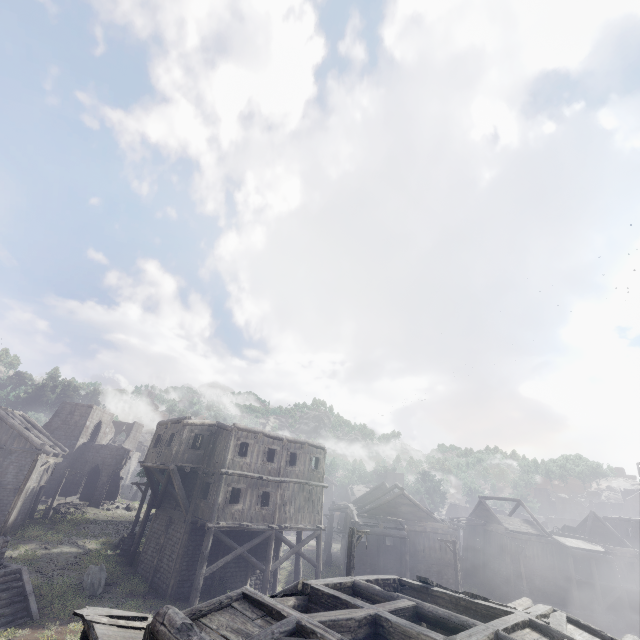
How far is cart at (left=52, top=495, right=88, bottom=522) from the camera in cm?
3209

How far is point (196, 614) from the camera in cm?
757

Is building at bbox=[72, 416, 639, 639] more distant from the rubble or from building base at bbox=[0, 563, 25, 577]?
building base at bbox=[0, 563, 25, 577]

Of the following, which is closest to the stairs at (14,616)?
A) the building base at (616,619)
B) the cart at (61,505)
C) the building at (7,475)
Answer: the building at (7,475)

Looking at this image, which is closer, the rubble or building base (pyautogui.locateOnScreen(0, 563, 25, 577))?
building base (pyautogui.locateOnScreen(0, 563, 25, 577))

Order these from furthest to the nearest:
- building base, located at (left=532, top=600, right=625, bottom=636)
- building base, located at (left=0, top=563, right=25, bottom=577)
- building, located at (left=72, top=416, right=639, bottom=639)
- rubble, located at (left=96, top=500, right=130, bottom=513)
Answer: rubble, located at (left=96, top=500, right=130, bottom=513)
building base, located at (left=532, top=600, right=625, bottom=636)
building base, located at (left=0, top=563, right=25, bottom=577)
building, located at (left=72, top=416, right=639, bottom=639)

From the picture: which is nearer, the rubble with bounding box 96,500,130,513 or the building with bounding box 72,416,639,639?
the building with bounding box 72,416,639,639

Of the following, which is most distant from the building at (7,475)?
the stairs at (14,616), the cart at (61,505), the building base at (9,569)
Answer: the building base at (9,569)
